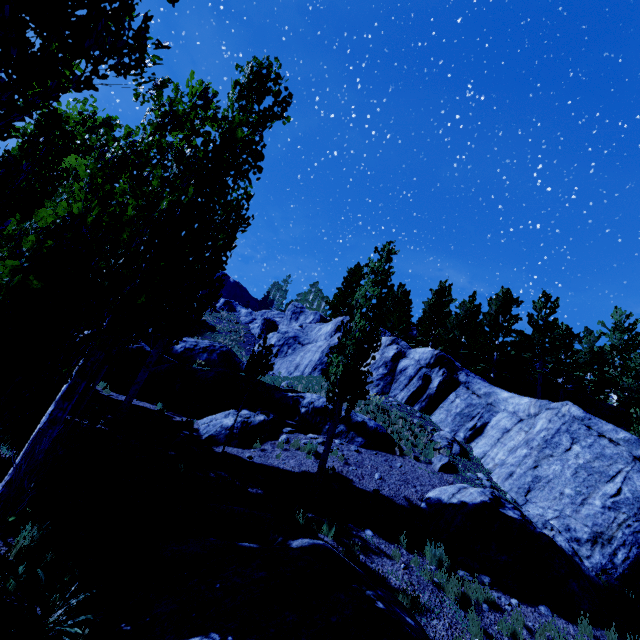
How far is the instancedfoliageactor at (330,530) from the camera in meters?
8.3 m

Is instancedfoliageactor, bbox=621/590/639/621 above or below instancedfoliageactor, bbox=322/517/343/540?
above

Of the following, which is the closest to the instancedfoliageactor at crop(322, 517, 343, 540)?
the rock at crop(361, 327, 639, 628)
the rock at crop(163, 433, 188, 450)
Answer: the rock at crop(361, 327, 639, 628)

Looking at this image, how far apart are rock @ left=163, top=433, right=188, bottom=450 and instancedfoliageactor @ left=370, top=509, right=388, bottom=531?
6.6m

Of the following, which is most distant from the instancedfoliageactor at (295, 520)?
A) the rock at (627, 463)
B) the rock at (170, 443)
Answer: the rock at (170, 443)

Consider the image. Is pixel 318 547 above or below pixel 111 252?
below

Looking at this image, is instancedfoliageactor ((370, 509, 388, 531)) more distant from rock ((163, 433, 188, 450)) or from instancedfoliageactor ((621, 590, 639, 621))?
rock ((163, 433, 188, 450))

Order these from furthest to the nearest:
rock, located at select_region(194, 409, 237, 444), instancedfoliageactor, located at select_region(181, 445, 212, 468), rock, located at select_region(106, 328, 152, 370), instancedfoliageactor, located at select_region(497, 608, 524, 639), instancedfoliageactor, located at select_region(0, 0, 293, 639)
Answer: rock, located at select_region(106, 328, 152, 370), rock, located at select_region(194, 409, 237, 444), instancedfoliageactor, located at select_region(181, 445, 212, 468), instancedfoliageactor, located at select_region(497, 608, 524, 639), instancedfoliageactor, located at select_region(0, 0, 293, 639)
